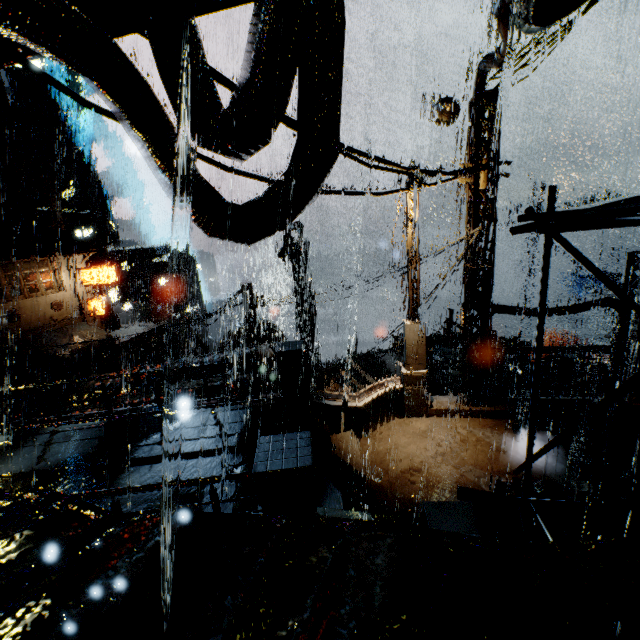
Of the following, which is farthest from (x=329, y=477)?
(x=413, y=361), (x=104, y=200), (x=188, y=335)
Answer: (x=104, y=200)

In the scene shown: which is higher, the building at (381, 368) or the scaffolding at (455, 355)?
the scaffolding at (455, 355)

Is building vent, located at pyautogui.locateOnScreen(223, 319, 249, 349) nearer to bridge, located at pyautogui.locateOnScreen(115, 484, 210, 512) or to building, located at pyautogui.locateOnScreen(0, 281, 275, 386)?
building, located at pyautogui.locateOnScreen(0, 281, 275, 386)

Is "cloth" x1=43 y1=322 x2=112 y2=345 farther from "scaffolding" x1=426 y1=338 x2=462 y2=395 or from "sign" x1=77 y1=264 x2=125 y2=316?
"scaffolding" x1=426 y1=338 x2=462 y2=395

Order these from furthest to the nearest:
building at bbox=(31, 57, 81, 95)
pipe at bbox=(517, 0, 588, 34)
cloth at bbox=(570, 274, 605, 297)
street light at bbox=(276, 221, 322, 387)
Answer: building at bbox=(31, 57, 81, 95) < cloth at bbox=(570, 274, 605, 297) < street light at bbox=(276, 221, 322, 387) < pipe at bbox=(517, 0, 588, 34)

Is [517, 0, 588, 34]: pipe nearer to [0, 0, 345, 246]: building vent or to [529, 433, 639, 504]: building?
[0, 0, 345, 246]: building vent

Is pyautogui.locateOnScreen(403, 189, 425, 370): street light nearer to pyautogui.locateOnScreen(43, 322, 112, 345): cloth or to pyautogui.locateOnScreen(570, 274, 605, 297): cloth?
pyautogui.locateOnScreen(43, 322, 112, 345): cloth

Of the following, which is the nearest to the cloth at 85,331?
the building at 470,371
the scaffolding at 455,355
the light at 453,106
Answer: the building at 470,371
